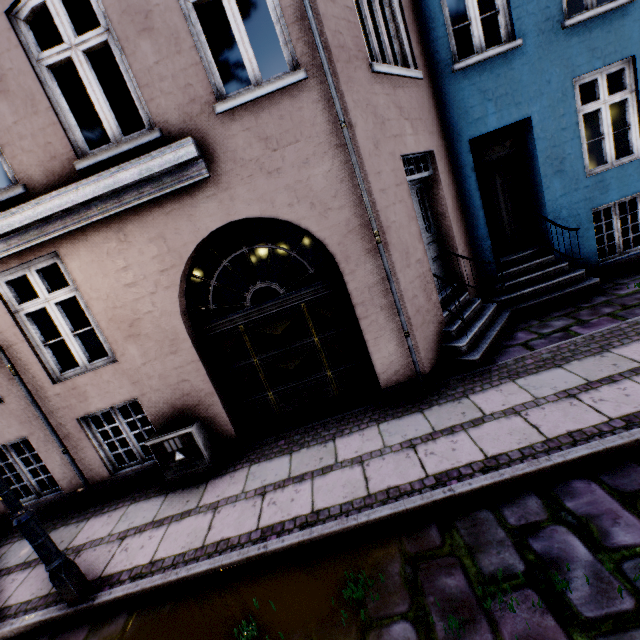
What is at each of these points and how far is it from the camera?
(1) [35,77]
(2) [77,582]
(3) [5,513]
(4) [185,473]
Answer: (1) building, 3.99m
(2) street light, 3.48m
(3) building, 5.57m
(4) electrical box, 4.96m

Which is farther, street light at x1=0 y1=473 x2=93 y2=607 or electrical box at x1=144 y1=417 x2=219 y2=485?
electrical box at x1=144 y1=417 x2=219 y2=485

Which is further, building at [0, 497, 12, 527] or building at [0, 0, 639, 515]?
building at [0, 497, 12, 527]

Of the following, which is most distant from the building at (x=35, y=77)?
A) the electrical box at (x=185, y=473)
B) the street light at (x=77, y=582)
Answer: the street light at (x=77, y=582)

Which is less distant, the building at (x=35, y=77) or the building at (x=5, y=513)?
the building at (x=35, y=77)

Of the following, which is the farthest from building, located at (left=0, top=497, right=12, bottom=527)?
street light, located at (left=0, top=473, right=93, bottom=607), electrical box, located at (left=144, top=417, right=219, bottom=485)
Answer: street light, located at (left=0, top=473, right=93, bottom=607)

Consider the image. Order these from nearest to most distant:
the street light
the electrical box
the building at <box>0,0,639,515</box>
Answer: the street light → the building at <box>0,0,639,515</box> → the electrical box

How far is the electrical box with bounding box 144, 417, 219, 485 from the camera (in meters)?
4.81
